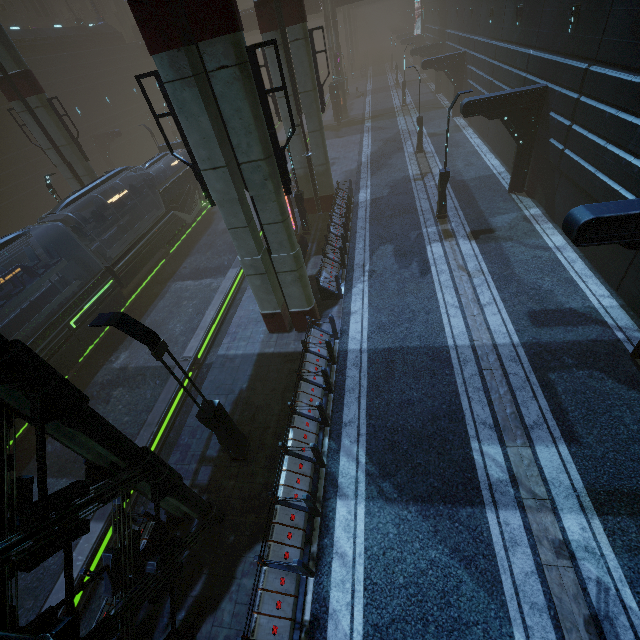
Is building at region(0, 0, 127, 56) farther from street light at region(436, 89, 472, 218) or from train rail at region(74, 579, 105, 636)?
street light at region(436, 89, 472, 218)

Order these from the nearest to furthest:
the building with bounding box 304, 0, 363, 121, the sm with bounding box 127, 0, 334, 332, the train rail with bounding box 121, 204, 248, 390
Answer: the sm with bounding box 127, 0, 334, 332, the train rail with bounding box 121, 204, 248, 390, the building with bounding box 304, 0, 363, 121

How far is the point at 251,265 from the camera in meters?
11.0

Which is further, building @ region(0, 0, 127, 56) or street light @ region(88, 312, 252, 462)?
building @ region(0, 0, 127, 56)

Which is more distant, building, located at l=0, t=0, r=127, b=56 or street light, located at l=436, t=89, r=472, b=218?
building, located at l=0, t=0, r=127, b=56

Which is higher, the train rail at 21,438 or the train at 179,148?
the train at 179,148

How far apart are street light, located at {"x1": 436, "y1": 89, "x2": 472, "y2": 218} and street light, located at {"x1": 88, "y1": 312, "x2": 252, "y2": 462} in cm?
1461

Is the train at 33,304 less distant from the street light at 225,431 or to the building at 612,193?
the building at 612,193
